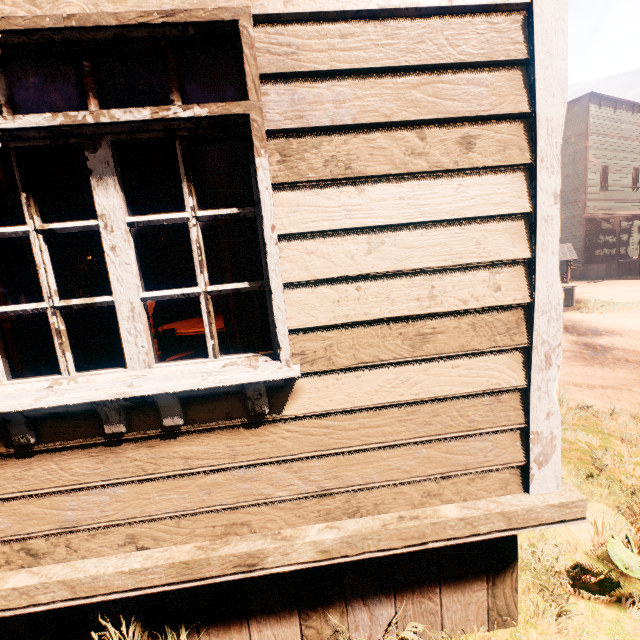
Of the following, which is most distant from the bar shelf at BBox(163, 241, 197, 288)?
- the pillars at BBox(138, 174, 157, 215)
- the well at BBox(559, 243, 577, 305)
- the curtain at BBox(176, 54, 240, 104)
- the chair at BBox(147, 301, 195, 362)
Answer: the well at BBox(559, 243, 577, 305)

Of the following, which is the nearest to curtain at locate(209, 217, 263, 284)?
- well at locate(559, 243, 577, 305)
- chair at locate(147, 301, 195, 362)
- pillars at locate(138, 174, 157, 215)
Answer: chair at locate(147, 301, 195, 362)

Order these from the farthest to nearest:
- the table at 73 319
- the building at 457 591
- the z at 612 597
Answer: the table at 73 319
the z at 612 597
the building at 457 591

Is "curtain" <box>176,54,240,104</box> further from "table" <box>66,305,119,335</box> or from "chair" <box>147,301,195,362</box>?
"chair" <box>147,301,195,362</box>

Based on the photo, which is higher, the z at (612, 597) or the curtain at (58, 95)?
the curtain at (58, 95)

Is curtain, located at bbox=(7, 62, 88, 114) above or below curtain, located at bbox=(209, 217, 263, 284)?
above

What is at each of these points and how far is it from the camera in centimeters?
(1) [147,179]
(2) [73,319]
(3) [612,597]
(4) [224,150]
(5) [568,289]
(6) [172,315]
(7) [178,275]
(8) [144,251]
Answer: (1) pillars, 763cm
(2) table, 1016cm
(3) z, 205cm
(4) curtain, 150cm
(5) well, 1209cm
(6) pillars, 813cm
(7) bar shelf, 1280cm
(8) bar shelf, 1223cm

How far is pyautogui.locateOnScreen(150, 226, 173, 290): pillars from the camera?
7.85m
